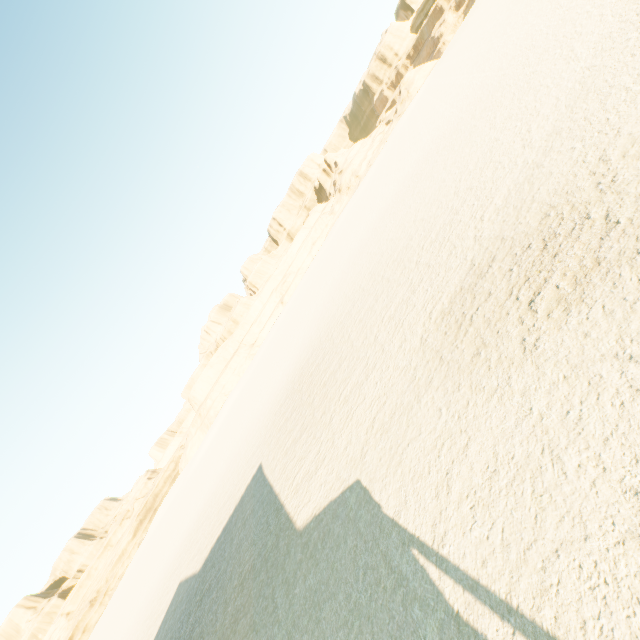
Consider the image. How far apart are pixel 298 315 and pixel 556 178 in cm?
3907
